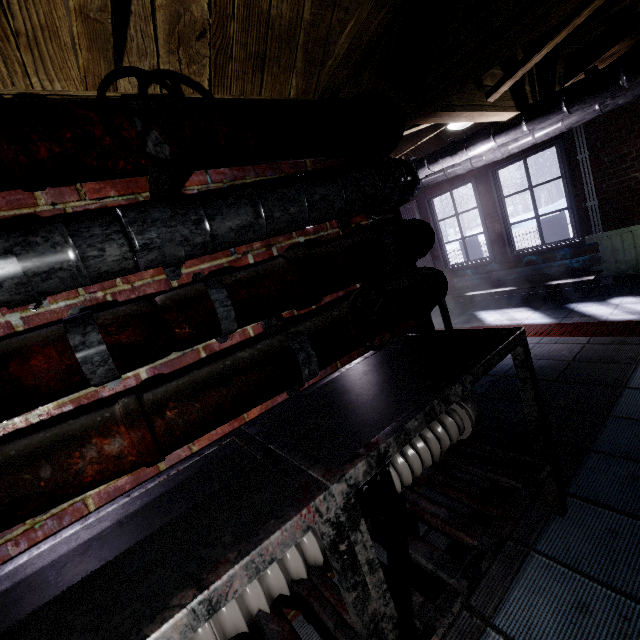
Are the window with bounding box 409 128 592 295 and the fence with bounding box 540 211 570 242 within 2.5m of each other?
no

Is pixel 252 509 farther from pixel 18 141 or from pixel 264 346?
pixel 18 141

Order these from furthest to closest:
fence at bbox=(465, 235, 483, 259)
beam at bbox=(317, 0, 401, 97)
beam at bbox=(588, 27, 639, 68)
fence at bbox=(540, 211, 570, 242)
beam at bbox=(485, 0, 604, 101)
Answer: fence at bbox=(465, 235, 483, 259) < fence at bbox=(540, 211, 570, 242) < beam at bbox=(588, 27, 639, 68) < beam at bbox=(485, 0, 604, 101) < beam at bbox=(317, 0, 401, 97)

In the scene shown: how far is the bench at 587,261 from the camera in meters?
3.9 m

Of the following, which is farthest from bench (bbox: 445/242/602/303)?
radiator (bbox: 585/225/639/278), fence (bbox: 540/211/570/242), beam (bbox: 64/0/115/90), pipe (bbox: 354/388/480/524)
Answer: fence (bbox: 540/211/570/242)

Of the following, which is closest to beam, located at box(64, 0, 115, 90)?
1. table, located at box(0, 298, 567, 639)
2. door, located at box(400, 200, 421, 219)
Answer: table, located at box(0, 298, 567, 639)

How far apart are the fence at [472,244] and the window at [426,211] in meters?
4.0
